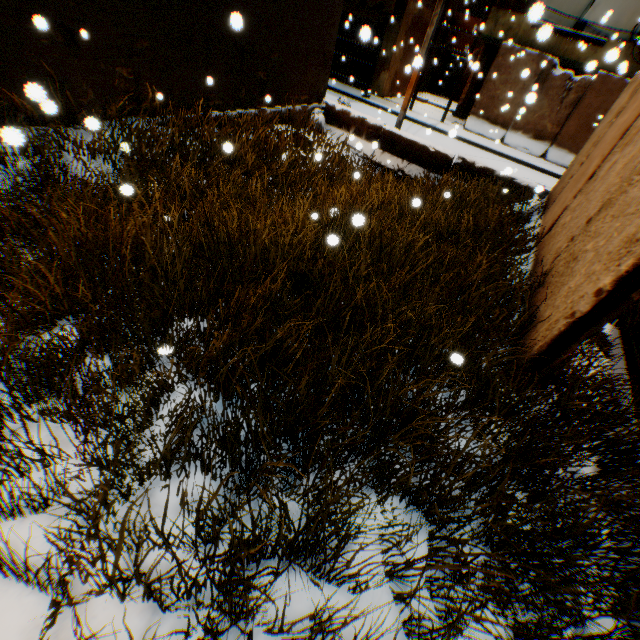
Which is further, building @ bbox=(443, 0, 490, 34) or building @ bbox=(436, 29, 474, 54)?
building @ bbox=(436, 29, 474, 54)

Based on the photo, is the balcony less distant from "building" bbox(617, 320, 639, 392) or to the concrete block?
"building" bbox(617, 320, 639, 392)

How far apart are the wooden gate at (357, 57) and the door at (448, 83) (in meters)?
7.98

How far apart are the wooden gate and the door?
8.0m

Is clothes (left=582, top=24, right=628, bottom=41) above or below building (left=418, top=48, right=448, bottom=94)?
above

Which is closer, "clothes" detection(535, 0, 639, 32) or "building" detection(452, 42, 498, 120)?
"clothes" detection(535, 0, 639, 32)

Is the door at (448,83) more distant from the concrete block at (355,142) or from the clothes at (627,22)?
the concrete block at (355,142)

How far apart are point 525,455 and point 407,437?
1.0m
